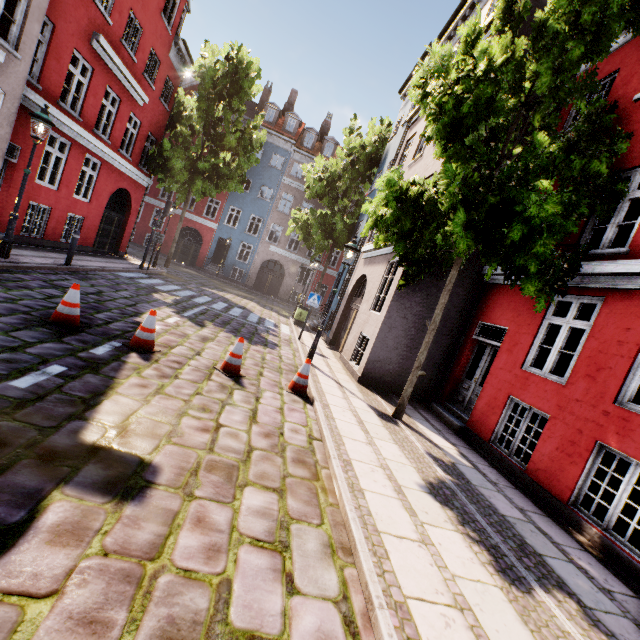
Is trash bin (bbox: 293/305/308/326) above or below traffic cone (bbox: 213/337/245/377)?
above

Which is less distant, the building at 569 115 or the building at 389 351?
the building at 569 115

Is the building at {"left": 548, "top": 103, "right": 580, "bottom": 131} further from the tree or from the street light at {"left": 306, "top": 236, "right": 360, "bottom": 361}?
the tree

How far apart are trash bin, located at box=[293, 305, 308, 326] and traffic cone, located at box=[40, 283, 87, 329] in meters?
11.0 m

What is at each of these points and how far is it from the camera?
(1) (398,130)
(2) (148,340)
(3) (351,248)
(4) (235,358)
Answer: (1) building, 16.45m
(2) traffic cone, 5.85m
(3) street light, 9.02m
(4) traffic cone, 6.32m

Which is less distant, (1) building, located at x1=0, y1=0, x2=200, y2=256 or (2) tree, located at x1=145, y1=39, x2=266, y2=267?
(1) building, located at x1=0, y1=0, x2=200, y2=256

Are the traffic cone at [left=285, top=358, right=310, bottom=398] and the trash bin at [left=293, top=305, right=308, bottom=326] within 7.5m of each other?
no

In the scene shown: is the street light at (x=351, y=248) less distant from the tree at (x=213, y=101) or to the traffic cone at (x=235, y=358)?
the traffic cone at (x=235, y=358)
